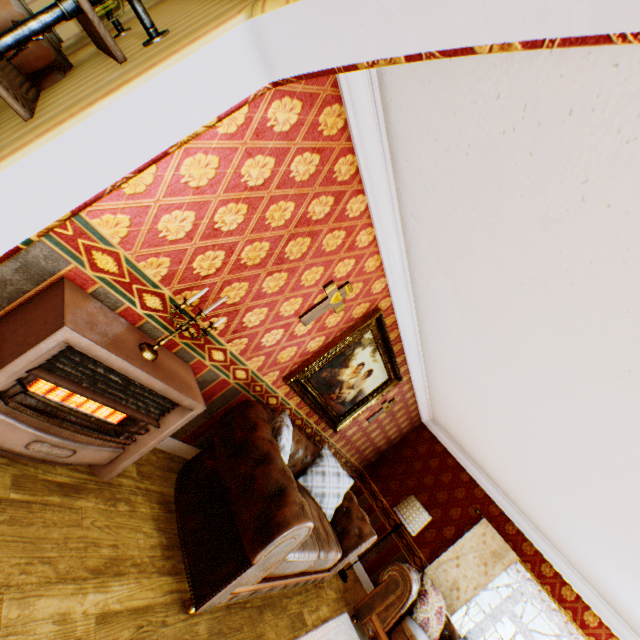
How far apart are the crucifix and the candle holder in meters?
1.0

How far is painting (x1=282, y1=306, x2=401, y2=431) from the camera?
3.72m

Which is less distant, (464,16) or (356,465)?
(464,16)

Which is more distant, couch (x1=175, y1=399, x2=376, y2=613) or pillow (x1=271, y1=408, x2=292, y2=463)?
pillow (x1=271, y1=408, x2=292, y2=463)

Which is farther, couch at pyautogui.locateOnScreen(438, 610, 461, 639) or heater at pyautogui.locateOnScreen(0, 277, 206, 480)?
couch at pyautogui.locateOnScreen(438, 610, 461, 639)

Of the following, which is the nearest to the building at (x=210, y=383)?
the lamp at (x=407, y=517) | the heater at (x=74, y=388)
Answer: the heater at (x=74, y=388)

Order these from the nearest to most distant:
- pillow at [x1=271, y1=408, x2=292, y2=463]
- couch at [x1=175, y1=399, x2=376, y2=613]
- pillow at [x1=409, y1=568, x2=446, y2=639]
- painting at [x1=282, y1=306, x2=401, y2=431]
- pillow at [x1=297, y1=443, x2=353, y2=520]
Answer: couch at [x1=175, y1=399, x2=376, y2=613] → pillow at [x1=271, y1=408, x2=292, y2=463] → painting at [x1=282, y1=306, x2=401, y2=431] → pillow at [x1=297, y1=443, x2=353, y2=520] → pillow at [x1=409, y1=568, x2=446, y2=639]

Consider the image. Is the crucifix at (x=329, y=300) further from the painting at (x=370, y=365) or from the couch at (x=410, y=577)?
the couch at (x=410, y=577)
